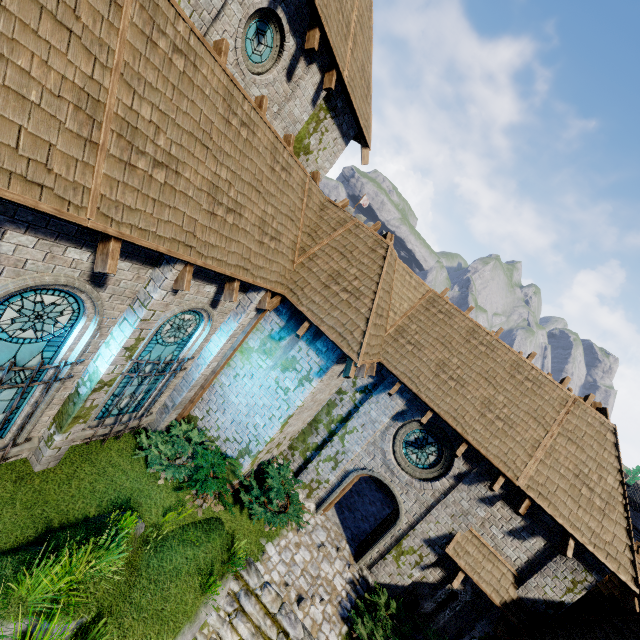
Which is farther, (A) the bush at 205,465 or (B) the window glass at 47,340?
(A) the bush at 205,465

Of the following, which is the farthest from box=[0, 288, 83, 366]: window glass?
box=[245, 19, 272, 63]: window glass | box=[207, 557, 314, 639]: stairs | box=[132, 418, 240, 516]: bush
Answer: box=[245, 19, 272, 63]: window glass

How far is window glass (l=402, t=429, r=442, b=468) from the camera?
10.81m

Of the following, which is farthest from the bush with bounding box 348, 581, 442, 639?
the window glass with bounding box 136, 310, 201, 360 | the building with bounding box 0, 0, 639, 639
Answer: the window glass with bounding box 136, 310, 201, 360

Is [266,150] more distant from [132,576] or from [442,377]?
[132,576]

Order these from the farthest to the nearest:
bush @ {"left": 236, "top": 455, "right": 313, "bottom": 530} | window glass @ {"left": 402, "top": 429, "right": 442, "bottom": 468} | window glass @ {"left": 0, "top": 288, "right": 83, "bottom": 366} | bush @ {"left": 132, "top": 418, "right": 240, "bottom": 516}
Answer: window glass @ {"left": 402, "top": 429, "right": 442, "bottom": 468} → bush @ {"left": 236, "top": 455, "right": 313, "bottom": 530} → bush @ {"left": 132, "top": 418, "right": 240, "bottom": 516} → window glass @ {"left": 0, "top": 288, "right": 83, "bottom": 366}

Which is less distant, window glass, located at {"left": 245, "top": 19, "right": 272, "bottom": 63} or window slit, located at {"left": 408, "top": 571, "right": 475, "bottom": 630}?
window glass, located at {"left": 245, "top": 19, "right": 272, "bottom": 63}

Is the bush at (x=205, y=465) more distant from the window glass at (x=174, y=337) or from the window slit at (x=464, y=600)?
the window slit at (x=464, y=600)
